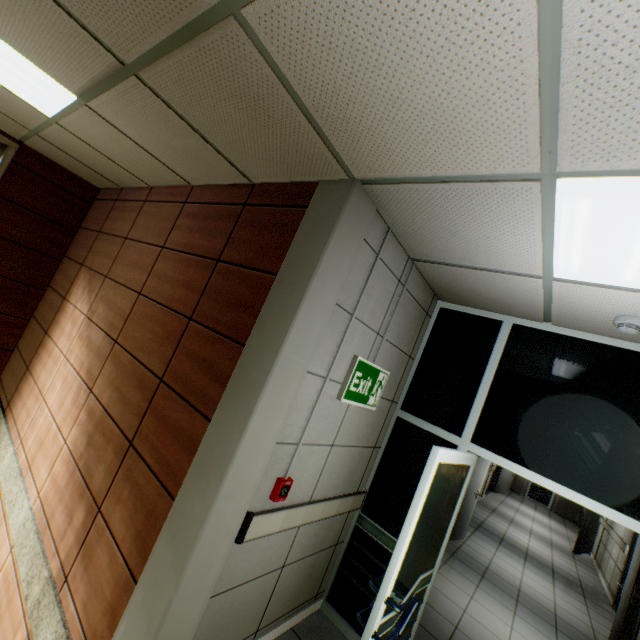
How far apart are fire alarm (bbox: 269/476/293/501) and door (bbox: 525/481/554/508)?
17.51m

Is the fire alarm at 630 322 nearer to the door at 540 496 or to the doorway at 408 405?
the doorway at 408 405

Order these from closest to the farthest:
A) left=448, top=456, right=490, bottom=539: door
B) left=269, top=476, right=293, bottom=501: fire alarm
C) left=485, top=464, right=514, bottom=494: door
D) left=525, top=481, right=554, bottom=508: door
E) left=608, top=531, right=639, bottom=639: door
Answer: left=269, top=476, right=293, bottom=501: fire alarm → left=608, top=531, right=639, bottom=639: door → left=448, top=456, right=490, bottom=539: door → left=485, top=464, right=514, bottom=494: door → left=525, top=481, right=554, bottom=508: door

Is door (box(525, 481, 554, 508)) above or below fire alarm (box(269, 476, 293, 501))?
below

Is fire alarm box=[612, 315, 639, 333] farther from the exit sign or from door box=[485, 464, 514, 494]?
door box=[485, 464, 514, 494]

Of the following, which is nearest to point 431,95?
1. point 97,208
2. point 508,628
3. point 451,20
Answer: point 451,20

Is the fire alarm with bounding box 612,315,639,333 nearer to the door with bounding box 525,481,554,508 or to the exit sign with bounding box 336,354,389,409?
the exit sign with bounding box 336,354,389,409

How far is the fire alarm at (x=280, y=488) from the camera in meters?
2.1
